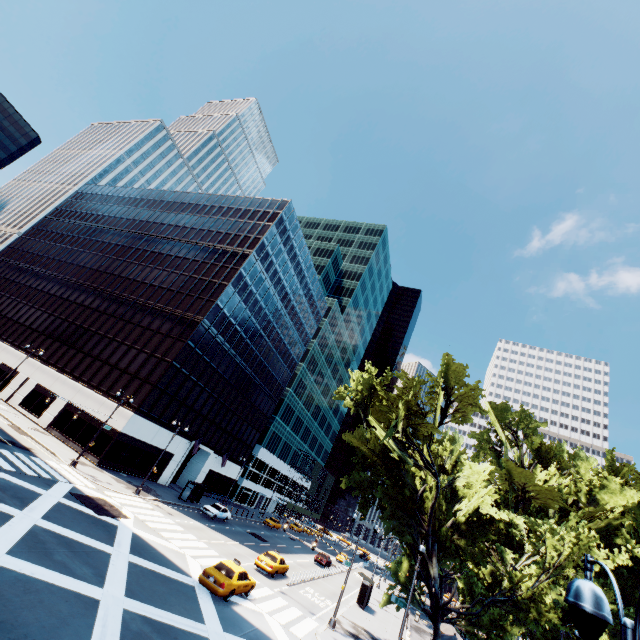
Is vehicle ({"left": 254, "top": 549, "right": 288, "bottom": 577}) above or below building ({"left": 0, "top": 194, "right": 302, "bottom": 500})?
below

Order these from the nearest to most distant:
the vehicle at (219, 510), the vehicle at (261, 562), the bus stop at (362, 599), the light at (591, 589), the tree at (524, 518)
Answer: the light at (591, 589)
the tree at (524, 518)
the vehicle at (261, 562)
the bus stop at (362, 599)
the vehicle at (219, 510)

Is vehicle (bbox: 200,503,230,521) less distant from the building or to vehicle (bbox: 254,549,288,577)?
the building

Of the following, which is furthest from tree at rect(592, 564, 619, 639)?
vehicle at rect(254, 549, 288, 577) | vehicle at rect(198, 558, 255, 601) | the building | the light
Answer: the building

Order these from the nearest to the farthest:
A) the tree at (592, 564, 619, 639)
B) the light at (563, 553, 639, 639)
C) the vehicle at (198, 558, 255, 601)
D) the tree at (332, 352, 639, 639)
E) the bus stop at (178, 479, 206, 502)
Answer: the light at (563, 553, 639, 639) < the vehicle at (198, 558, 255, 601) < the tree at (332, 352, 639, 639) < the tree at (592, 564, 619, 639) < the bus stop at (178, 479, 206, 502)

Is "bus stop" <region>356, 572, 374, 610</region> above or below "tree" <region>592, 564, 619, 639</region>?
below

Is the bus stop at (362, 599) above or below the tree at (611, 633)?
below

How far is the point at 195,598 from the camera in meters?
17.1 m
